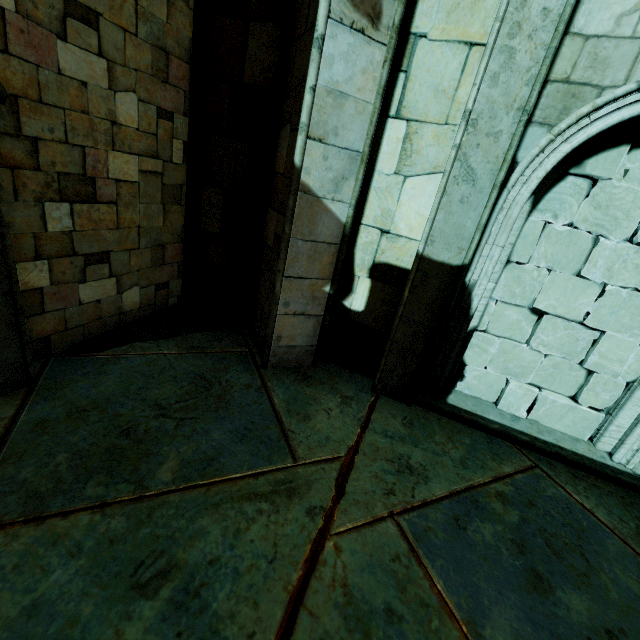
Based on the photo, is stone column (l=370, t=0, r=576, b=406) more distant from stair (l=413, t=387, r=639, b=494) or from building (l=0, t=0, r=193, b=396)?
building (l=0, t=0, r=193, b=396)

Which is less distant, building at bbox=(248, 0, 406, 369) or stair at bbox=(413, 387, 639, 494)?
building at bbox=(248, 0, 406, 369)

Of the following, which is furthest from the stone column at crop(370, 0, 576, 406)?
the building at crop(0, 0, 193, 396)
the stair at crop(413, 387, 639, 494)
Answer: the building at crop(0, 0, 193, 396)

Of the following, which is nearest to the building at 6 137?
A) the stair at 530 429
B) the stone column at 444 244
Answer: the stone column at 444 244

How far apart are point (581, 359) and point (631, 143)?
2.5 meters

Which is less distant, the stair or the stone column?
the stone column

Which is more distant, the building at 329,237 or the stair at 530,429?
the stair at 530,429
